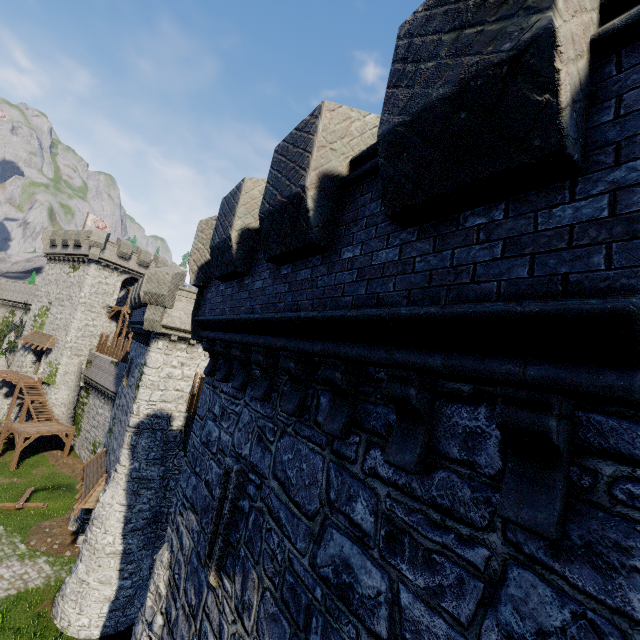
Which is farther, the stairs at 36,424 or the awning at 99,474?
the stairs at 36,424

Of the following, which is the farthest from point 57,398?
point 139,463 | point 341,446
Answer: point 341,446

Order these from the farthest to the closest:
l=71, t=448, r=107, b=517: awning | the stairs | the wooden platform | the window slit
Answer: the wooden platform, the stairs, l=71, t=448, r=107, b=517: awning, the window slit

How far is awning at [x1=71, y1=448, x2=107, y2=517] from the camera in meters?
16.6 m

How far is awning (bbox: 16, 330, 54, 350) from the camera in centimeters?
3453cm

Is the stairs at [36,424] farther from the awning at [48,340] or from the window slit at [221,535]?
the window slit at [221,535]

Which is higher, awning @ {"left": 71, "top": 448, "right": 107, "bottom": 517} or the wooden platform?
the wooden platform

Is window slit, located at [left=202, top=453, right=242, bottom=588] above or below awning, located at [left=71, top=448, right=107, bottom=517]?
above
